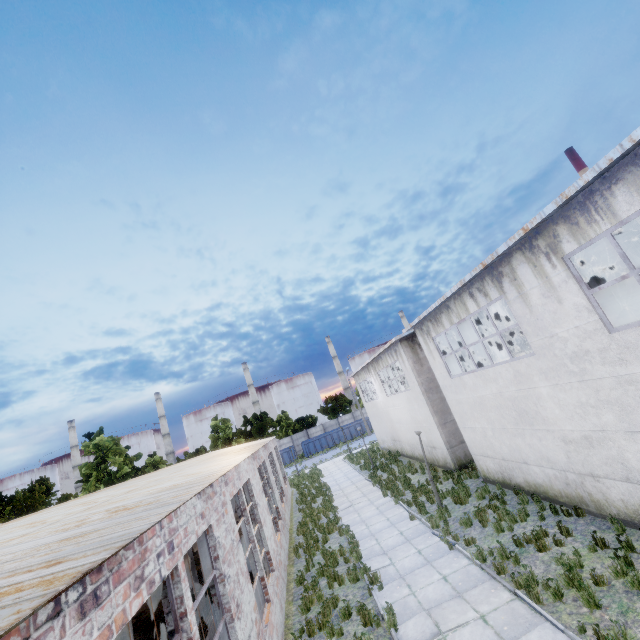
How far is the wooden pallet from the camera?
12.67m

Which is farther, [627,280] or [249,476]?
[627,280]

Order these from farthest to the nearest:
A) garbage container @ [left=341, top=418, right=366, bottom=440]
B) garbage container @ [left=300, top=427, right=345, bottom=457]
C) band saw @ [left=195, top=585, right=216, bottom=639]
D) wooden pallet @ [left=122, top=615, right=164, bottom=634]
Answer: garbage container @ [left=341, top=418, right=366, bottom=440] < garbage container @ [left=300, top=427, right=345, bottom=457] < wooden pallet @ [left=122, top=615, right=164, bottom=634] < band saw @ [left=195, top=585, right=216, bottom=639]

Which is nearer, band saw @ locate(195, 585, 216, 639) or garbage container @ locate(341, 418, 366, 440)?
band saw @ locate(195, 585, 216, 639)

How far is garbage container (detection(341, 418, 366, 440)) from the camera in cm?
5006

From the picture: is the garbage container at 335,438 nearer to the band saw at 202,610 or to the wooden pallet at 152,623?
the wooden pallet at 152,623

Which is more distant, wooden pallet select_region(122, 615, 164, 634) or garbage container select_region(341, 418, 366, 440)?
garbage container select_region(341, 418, 366, 440)

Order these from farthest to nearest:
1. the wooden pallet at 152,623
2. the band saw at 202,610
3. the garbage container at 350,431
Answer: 1. the garbage container at 350,431
2. the wooden pallet at 152,623
3. the band saw at 202,610
